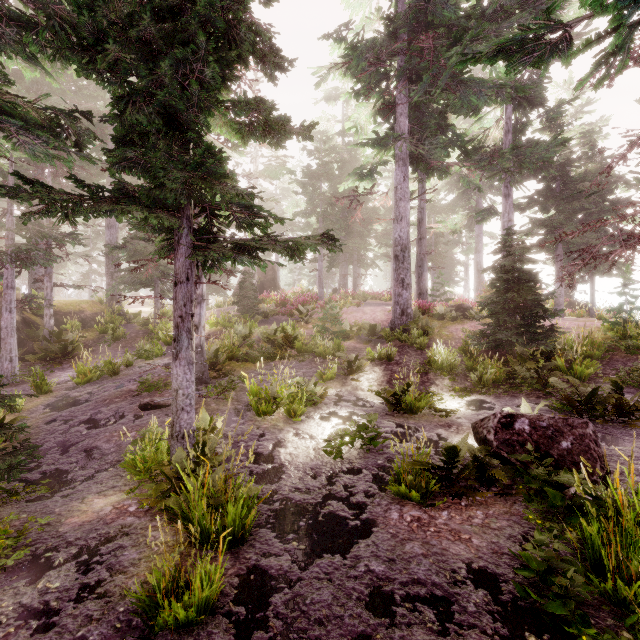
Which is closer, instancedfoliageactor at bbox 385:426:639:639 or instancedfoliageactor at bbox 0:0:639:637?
instancedfoliageactor at bbox 385:426:639:639

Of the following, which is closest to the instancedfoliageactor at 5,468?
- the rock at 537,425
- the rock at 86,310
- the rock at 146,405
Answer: the rock at 86,310

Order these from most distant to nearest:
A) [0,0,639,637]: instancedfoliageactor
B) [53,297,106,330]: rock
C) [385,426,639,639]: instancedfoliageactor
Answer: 1. [53,297,106,330]: rock
2. [0,0,639,637]: instancedfoliageactor
3. [385,426,639,639]: instancedfoliageactor

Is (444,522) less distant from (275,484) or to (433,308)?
(275,484)

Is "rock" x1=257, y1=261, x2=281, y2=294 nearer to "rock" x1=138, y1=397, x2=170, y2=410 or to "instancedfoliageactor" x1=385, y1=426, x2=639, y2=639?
"instancedfoliageactor" x1=385, y1=426, x2=639, y2=639

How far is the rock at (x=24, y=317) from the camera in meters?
15.6 m

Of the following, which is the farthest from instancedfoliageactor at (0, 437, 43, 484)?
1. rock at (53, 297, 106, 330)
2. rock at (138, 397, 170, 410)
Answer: rock at (138, 397, 170, 410)

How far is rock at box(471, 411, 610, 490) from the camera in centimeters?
505cm
